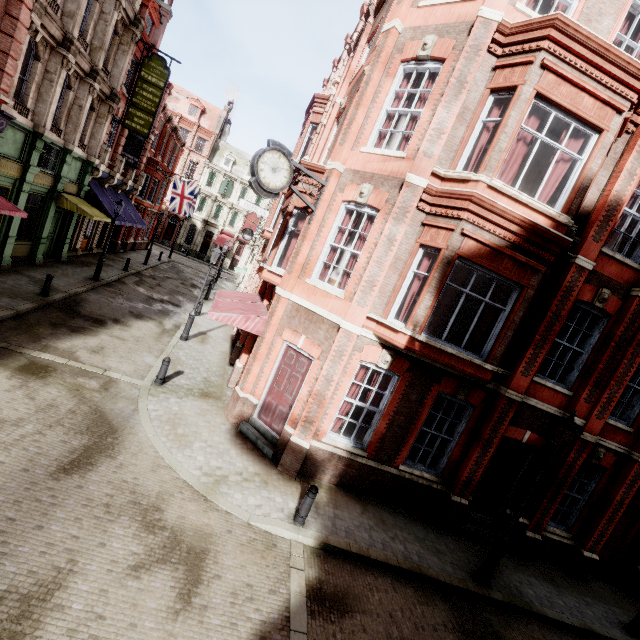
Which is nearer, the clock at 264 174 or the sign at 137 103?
the clock at 264 174

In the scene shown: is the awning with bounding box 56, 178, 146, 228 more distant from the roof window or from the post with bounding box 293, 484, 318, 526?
the post with bounding box 293, 484, 318, 526

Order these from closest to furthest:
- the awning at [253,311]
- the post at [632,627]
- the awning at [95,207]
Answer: the post at [632,627]
the awning at [253,311]
the awning at [95,207]

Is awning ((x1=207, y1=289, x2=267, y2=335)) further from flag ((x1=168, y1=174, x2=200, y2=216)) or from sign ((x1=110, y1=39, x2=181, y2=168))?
flag ((x1=168, y1=174, x2=200, y2=216))

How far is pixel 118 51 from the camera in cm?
1731

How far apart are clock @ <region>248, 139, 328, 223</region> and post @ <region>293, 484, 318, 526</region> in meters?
7.1 m

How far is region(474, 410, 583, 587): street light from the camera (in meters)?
7.48

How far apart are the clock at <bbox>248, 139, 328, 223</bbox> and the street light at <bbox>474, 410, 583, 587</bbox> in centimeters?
816cm
